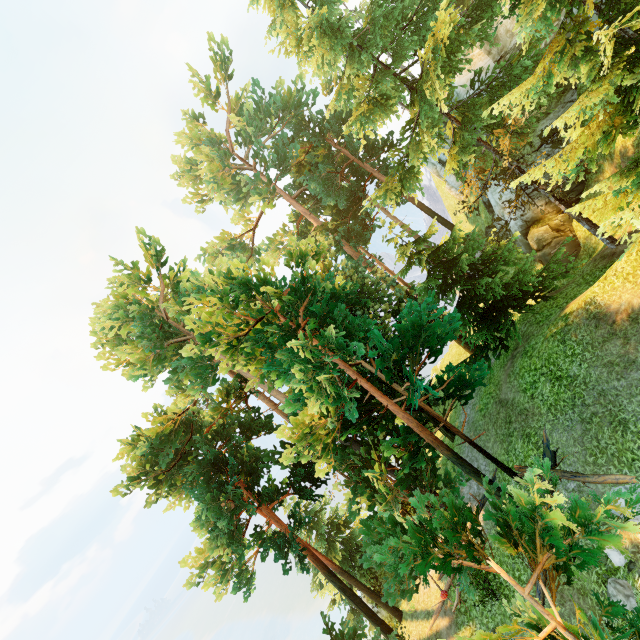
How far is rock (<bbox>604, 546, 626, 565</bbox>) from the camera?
8.58m

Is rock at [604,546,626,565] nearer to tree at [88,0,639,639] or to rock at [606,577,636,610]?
rock at [606,577,636,610]

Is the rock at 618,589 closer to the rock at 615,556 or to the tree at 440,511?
the rock at 615,556

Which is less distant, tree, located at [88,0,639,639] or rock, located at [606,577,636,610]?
tree, located at [88,0,639,639]

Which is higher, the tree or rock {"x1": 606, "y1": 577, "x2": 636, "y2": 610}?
the tree

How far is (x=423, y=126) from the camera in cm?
1452

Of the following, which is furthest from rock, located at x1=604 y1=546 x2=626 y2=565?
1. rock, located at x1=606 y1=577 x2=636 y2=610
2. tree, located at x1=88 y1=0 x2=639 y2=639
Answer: tree, located at x1=88 y1=0 x2=639 y2=639
